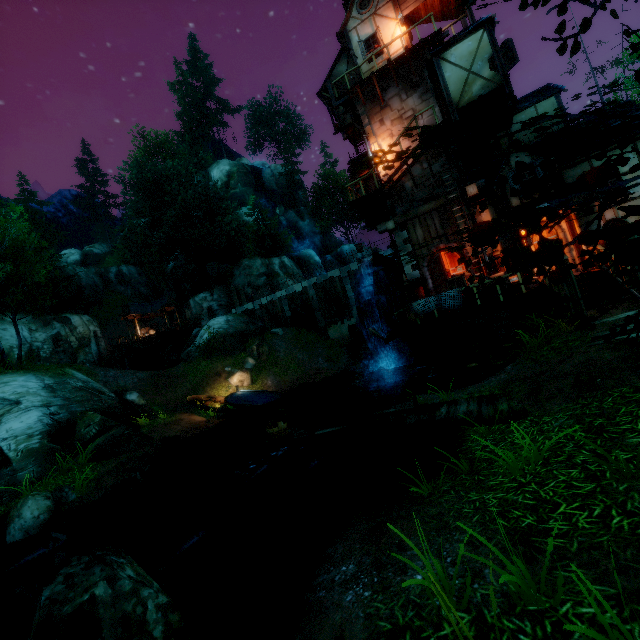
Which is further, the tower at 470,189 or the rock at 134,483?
the tower at 470,189

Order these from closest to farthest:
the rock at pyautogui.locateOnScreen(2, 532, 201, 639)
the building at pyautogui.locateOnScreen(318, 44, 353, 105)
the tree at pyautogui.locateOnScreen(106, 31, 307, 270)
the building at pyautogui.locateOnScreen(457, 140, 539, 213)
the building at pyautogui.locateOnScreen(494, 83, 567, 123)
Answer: the rock at pyautogui.locateOnScreen(2, 532, 201, 639), the building at pyautogui.locateOnScreen(457, 140, 539, 213), the building at pyautogui.locateOnScreen(494, 83, 567, 123), the building at pyautogui.locateOnScreen(318, 44, 353, 105), the tree at pyautogui.locateOnScreen(106, 31, 307, 270)

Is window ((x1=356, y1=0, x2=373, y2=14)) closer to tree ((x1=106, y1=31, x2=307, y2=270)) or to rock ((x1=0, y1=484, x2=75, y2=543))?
tree ((x1=106, y1=31, x2=307, y2=270))

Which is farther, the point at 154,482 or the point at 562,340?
the point at 154,482

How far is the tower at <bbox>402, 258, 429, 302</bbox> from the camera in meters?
17.0 m

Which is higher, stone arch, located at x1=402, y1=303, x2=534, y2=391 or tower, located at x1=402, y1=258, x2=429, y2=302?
tower, located at x1=402, y1=258, x2=429, y2=302

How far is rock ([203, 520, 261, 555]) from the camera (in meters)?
7.13

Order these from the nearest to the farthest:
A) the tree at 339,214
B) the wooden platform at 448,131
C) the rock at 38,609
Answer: the rock at 38,609
the wooden platform at 448,131
the tree at 339,214
